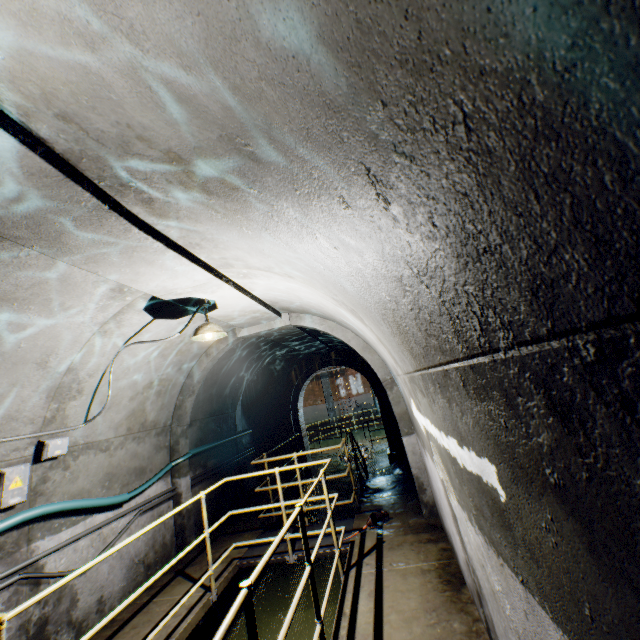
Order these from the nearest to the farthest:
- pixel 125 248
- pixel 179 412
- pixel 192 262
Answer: pixel 125 248, pixel 192 262, pixel 179 412

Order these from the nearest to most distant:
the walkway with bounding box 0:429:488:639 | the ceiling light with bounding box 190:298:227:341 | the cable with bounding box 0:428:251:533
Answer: the walkway with bounding box 0:429:488:639, the cable with bounding box 0:428:251:533, the ceiling light with bounding box 190:298:227:341

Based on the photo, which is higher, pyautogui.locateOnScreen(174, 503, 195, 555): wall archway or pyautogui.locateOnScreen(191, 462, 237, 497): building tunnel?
pyautogui.locateOnScreen(191, 462, 237, 497): building tunnel

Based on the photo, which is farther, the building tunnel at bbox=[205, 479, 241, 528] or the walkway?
the building tunnel at bbox=[205, 479, 241, 528]

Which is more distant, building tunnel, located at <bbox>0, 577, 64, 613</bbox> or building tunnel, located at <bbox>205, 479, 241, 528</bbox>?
building tunnel, located at <bbox>205, 479, 241, 528</bbox>

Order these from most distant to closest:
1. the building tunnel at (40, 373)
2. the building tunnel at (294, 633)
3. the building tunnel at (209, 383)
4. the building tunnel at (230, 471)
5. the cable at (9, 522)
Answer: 1. the building tunnel at (209, 383)
2. the building tunnel at (230, 471)
3. the building tunnel at (294, 633)
4. the cable at (9, 522)
5. the building tunnel at (40, 373)

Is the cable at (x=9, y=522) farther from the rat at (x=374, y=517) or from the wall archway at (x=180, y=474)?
the rat at (x=374, y=517)
